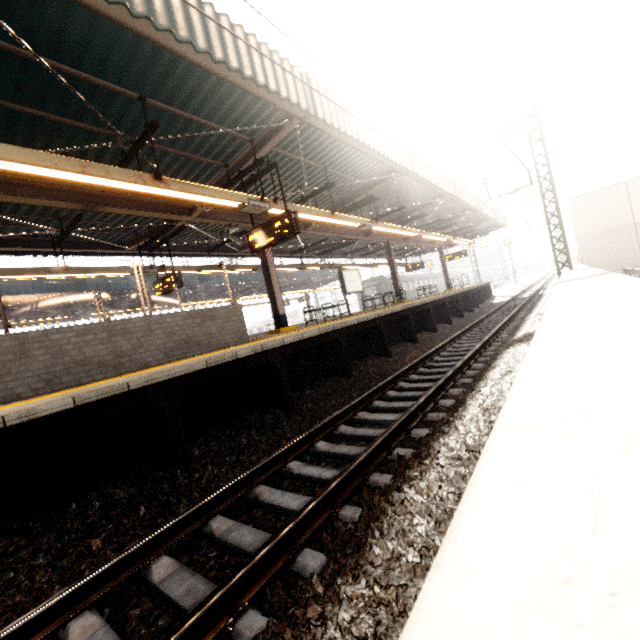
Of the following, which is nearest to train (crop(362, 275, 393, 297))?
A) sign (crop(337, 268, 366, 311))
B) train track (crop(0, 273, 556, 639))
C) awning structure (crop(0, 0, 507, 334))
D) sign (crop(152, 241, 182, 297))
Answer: awning structure (crop(0, 0, 507, 334))

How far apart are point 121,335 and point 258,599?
5.3 meters

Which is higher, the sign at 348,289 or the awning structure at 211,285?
the awning structure at 211,285

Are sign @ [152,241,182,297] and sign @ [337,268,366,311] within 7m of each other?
yes

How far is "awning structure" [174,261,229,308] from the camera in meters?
11.8 m

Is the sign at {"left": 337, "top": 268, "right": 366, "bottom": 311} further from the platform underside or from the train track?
the train track

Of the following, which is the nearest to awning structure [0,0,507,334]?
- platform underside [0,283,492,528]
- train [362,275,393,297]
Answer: platform underside [0,283,492,528]

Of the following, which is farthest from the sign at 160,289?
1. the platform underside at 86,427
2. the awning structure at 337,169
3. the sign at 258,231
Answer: the platform underside at 86,427
